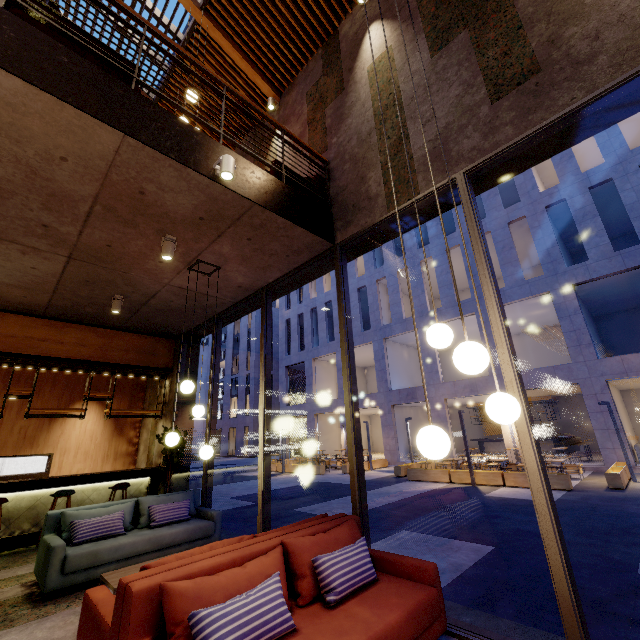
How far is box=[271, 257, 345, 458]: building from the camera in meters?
27.2

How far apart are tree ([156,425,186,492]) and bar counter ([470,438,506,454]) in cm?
2333

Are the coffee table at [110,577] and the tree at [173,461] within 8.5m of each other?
yes

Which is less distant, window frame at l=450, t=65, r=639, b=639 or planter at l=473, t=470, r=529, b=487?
window frame at l=450, t=65, r=639, b=639

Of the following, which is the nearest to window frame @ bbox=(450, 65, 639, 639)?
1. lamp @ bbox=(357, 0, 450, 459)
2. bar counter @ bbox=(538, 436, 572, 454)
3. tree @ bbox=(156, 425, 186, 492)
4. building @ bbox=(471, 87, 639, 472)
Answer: tree @ bbox=(156, 425, 186, 492)

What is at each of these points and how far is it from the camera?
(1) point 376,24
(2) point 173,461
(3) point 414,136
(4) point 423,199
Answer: (1) building, 5.5m
(2) tree, 6.6m
(3) building, 4.4m
(4) window frame, 4.1m

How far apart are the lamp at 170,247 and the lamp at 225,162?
1.4m

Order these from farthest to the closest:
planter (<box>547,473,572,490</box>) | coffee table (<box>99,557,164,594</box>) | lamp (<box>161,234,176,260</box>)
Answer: planter (<box>547,473,572,490</box>), lamp (<box>161,234,176,260</box>), coffee table (<box>99,557,164,594</box>)
